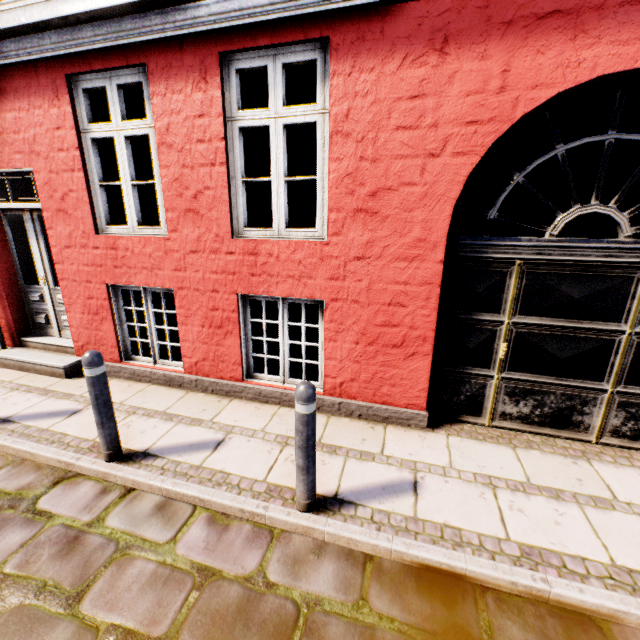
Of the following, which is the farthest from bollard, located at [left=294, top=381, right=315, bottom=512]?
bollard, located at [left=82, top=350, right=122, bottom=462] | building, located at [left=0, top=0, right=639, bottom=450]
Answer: bollard, located at [left=82, top=350, right=122, bottom=462]

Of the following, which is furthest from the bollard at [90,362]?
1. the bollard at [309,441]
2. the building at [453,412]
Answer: the bollard at [309,441]

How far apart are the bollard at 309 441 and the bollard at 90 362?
1.85m

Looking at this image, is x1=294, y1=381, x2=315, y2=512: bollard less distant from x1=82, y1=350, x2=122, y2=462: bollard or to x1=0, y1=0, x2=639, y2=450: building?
x1=0, y1=0, x2=639, y2=450: building

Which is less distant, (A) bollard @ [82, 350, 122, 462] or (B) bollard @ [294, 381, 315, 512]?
(B) bollard @ [294, 381, 315, 512]

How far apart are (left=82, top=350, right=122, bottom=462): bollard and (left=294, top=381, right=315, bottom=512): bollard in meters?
1.8 m

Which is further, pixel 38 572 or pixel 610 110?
pixel 610 110
